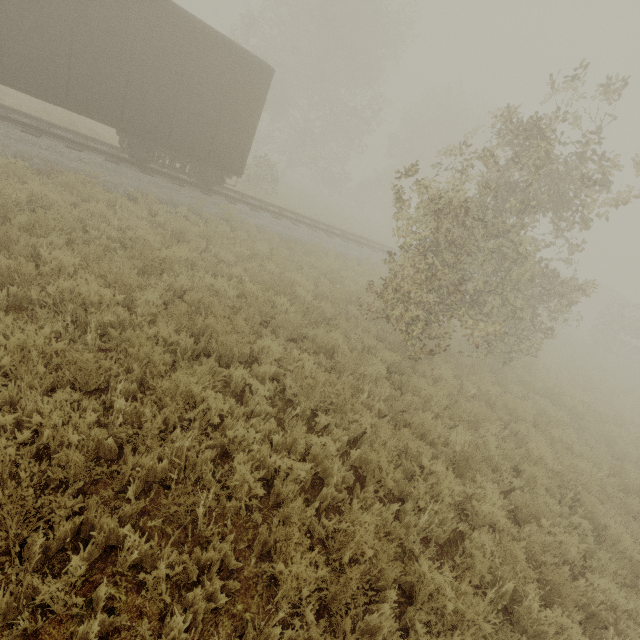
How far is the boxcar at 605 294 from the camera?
39.5m

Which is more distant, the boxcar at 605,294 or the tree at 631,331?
the boxcar at 605,294

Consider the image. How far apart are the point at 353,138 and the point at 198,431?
34.36m

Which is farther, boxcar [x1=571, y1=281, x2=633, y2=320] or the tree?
boxcar [x1=571, y1=281, x2=633, y2=320]

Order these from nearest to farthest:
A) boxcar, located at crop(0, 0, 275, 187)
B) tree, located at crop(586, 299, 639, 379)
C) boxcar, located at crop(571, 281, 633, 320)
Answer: boxcar, located at crop(0, 0, 275, 187) < tree, located at crop(586, 299, 639, 379) < boxcar, located at crop(571, 281, 633, 320)

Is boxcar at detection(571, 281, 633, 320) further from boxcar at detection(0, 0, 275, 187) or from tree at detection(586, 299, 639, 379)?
boxcar at detection(0, 0, 275, 187)

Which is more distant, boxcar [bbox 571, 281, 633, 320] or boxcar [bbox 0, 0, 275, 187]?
boxcar [bbox 571, 281, 633, 320]
